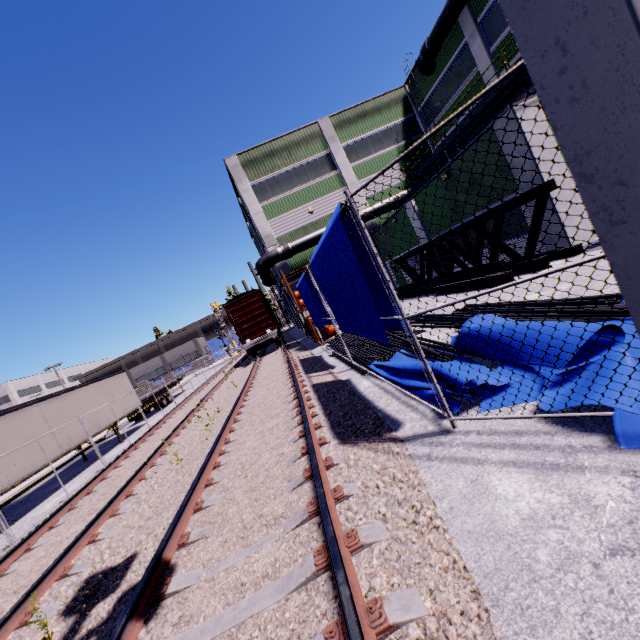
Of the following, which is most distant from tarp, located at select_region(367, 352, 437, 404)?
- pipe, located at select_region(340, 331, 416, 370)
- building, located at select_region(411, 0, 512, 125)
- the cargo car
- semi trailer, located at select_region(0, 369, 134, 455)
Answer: the cargo car

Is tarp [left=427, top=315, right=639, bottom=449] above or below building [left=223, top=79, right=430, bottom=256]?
below

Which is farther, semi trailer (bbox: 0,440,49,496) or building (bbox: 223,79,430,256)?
building (bbox: 223,79,430,256)

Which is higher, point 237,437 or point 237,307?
point 237,307

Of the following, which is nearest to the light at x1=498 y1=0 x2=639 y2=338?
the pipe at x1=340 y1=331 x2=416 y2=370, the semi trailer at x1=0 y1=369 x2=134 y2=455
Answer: the pipe at x1=340 y1=331 x2=416 y2=370

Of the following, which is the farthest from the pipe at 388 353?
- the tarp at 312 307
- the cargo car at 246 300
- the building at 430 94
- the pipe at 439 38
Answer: the cargo car at 246 300

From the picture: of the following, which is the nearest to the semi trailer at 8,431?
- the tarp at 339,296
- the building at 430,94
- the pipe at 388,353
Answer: the building at 430,94

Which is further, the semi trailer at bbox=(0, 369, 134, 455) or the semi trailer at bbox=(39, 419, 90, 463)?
the semi trailer at bbox=(39, 419, 90, 463)
